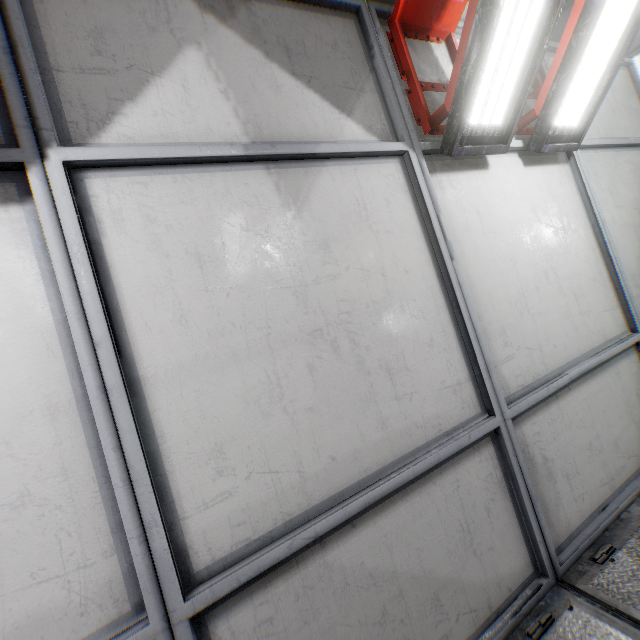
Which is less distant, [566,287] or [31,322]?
[31,322]
